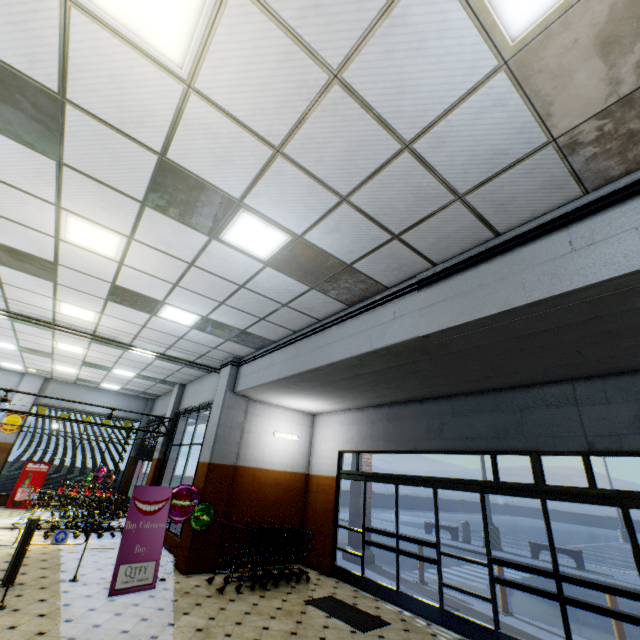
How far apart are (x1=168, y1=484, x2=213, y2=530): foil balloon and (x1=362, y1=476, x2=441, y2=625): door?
3.52m

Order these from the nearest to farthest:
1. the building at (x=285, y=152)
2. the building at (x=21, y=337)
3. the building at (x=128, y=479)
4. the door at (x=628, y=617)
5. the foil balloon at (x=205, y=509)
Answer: the building at (x=285, y=152) < the building at (x=21, y=337) < the door at (x=628, y=617) < the foil balloon at (x=205, y=509) < the building at (x=128, y=479)

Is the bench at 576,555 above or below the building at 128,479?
below

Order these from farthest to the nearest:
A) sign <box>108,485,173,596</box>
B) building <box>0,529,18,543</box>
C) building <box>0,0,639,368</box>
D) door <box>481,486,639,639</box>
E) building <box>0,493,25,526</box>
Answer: building <box>0,493,25,526</box>
building <box>0,529,18,543</box>
sign <box>108,485,173,596</box>
door <box>481,486,639,639</box>
building <box>0,0,639,368</box>

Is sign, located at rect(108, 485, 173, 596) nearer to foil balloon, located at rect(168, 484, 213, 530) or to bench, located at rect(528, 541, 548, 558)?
foil balloon, located at rect(168, 484, 213, 530)

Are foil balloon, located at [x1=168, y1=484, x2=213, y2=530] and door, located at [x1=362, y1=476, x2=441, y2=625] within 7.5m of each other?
yes

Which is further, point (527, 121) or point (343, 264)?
point (343, 264)

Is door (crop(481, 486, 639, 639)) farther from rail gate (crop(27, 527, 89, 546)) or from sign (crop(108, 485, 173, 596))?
rail gate (crop(27, 527, 89, 546))
